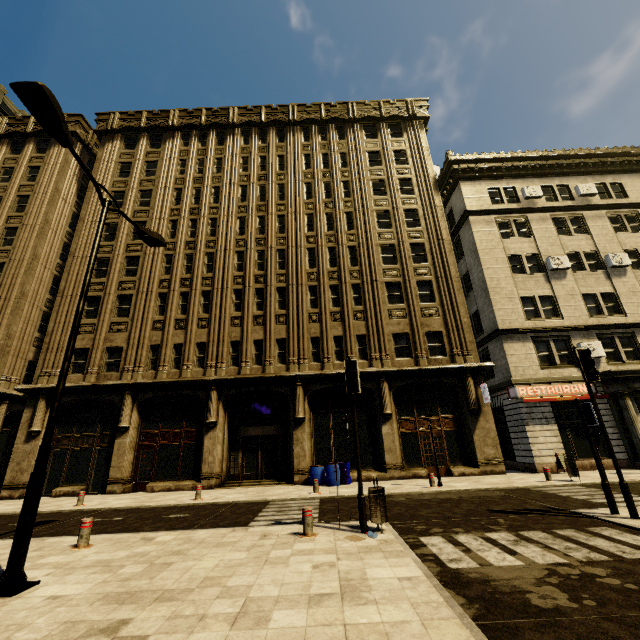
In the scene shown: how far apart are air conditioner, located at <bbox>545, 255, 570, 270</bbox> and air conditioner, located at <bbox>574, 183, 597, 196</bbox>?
5.73m

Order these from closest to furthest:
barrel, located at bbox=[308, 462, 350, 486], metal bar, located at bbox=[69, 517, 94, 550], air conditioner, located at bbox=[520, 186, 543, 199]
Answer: metal bar, located at bbox=[69, 517, 94, 550] → barrel, located at bbox=[308, 462, 350, 486] → air conditioner, located at bbox=[520, 186, 543, 199]

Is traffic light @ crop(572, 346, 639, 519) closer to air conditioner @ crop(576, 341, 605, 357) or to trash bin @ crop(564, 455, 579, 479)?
trash bin @ crop(564, 455, 579, 479)

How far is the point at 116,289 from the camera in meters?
21.5 m

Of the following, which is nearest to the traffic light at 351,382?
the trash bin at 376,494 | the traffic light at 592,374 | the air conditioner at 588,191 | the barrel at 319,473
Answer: the trash bin at 376,494

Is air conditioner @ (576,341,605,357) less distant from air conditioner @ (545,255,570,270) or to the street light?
air conditioner @ (545,255,570,270)

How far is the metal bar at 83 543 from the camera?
6.99m

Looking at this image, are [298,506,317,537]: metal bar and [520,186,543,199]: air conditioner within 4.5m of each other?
no
